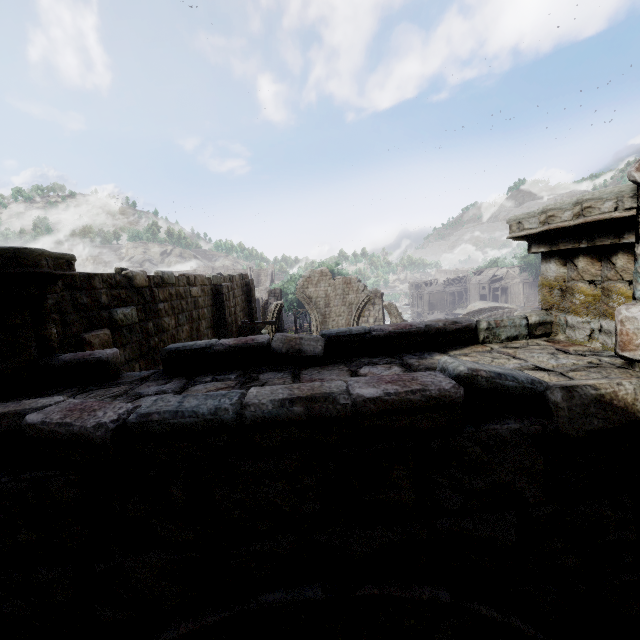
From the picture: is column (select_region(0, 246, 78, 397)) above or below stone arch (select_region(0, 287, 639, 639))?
above

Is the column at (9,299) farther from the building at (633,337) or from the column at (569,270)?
the column at (569,270)

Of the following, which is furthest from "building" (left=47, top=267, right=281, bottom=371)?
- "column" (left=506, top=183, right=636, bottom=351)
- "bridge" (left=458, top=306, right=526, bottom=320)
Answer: "bridge" (left=458, top=306, right=526, bottom=320)

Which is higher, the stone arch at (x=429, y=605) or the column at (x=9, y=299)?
the column at (x=9, y=299)

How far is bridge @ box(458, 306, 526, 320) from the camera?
35.5m

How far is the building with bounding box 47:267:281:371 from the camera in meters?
5.8 m

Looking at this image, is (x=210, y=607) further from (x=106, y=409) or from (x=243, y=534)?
(x=106, y=409)

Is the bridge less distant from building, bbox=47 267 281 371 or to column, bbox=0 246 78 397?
building, bbox=47 267 281 371
